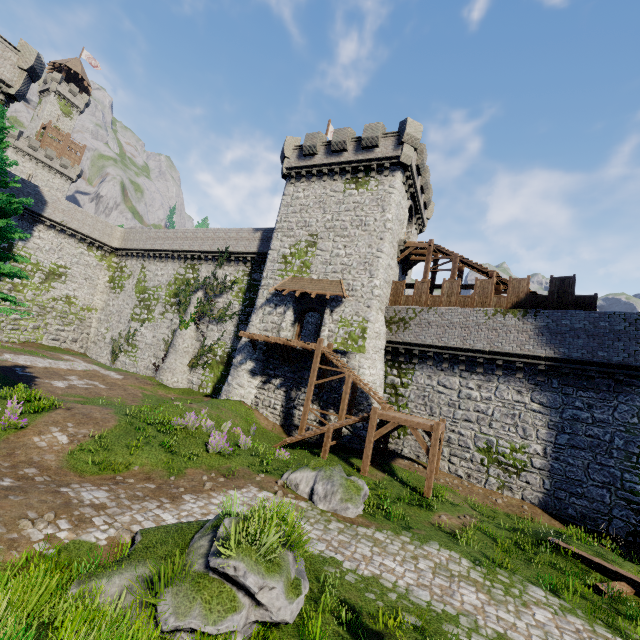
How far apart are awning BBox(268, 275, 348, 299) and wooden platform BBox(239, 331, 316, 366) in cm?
309

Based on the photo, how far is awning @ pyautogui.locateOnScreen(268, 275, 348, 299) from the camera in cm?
2219

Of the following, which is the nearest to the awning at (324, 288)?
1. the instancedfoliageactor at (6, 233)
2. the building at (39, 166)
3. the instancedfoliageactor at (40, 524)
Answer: the instancedfoliageactor at (6, 233)

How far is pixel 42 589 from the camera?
4.8m

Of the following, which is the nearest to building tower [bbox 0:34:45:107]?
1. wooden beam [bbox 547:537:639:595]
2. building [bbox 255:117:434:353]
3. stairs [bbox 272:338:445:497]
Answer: building [bbox 255:117:434:353]

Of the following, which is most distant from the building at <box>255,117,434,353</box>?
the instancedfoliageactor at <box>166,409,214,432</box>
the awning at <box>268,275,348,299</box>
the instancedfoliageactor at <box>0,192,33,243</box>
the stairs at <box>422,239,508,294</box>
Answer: the instancedfoliageactor at <box>0,192,33,243</box>

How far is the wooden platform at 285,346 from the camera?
21.23m

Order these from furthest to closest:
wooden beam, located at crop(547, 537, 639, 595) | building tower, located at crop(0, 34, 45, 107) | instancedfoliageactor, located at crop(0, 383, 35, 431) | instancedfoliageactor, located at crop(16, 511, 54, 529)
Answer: building tower, located at crop(0, 34, 45, 107) < instancedfoliageactor, located at crop(0, 383, 35, 431) < wooden beam, located at crop(547, 537, 639, 595) < instancedfoliageactor, located at crop(16, 511, 54, 529)
